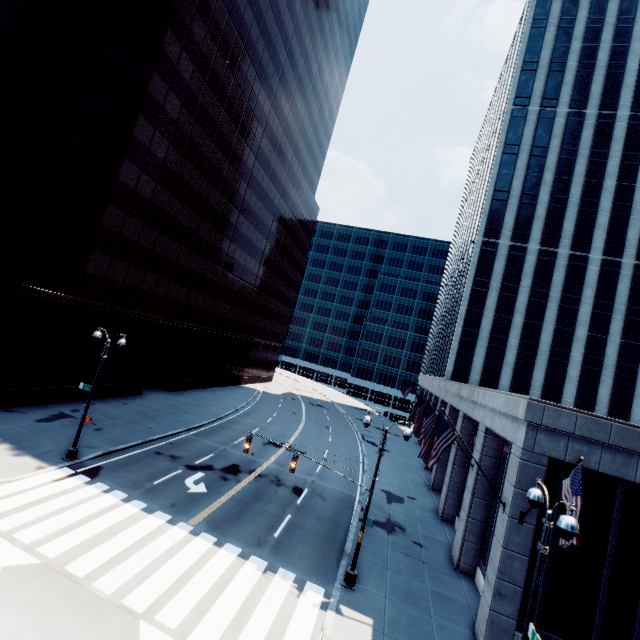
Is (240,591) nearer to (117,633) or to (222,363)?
(117,633)

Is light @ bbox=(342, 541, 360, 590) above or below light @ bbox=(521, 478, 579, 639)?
below

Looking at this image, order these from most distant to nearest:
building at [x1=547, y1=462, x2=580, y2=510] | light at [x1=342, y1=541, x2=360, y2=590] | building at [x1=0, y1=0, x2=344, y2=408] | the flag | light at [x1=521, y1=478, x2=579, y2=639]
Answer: building at [x1=0, y1=0, x2=344, y2=408] < light at [x1=342, y1=541, x2=360, y2=590] < building at [x1=547, y1=462, x2=580, y2=510] < the flag < light at [x1=521, y1=478, x2=579, y2=639]

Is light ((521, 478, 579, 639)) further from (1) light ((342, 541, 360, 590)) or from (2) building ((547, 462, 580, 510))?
(1) light ((342, 541, 360, 590))

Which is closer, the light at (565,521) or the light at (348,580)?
the light at (565,521)

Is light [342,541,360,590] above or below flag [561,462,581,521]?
below

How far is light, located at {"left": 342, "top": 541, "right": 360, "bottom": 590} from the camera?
13.92m

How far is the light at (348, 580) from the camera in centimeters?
1392cm
